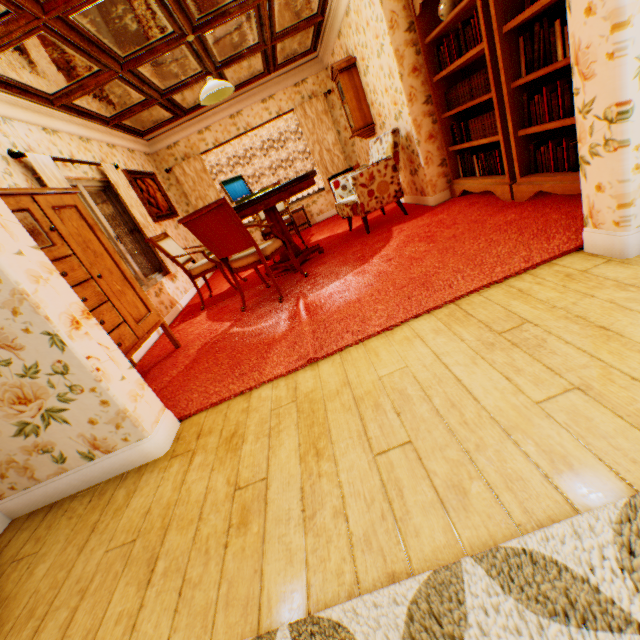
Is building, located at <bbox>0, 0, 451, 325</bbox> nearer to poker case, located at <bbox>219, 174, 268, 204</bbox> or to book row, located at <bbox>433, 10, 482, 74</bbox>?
book row, located at <bbox>433, 10, 482, 74</bbox>

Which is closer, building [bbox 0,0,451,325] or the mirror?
the mirror

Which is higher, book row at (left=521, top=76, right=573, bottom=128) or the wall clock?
the wall clock

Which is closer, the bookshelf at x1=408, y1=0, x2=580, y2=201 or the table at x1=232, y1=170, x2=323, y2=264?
the bookshelf at x1=408, y1=0, x2=580, y2=201

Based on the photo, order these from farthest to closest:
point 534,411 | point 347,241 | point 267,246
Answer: point 347,241
point 267,246
point 534,411

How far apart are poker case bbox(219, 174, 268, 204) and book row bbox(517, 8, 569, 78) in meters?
3.2 m

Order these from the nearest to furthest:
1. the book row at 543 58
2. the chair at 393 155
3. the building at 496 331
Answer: the building at 496 331 → the book row at 543 58 → the chair at 393 155

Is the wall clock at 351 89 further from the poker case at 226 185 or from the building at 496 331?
the poker case at 226 185
